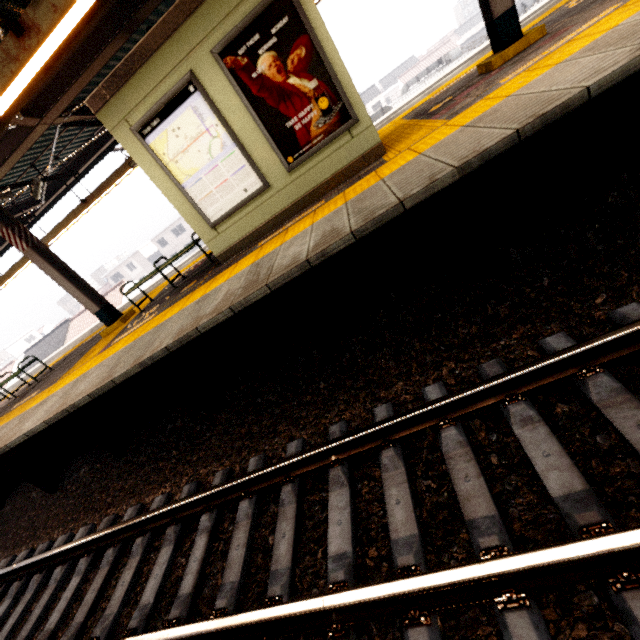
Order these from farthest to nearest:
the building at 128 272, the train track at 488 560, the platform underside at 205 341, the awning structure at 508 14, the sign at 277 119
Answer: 1. the building at 128 272
2. the awning structure at 508 14
3. the sign at 277 119
4. the platform underside at 205 341
5. the train track at 488 560

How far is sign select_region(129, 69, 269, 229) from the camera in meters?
4.6 m

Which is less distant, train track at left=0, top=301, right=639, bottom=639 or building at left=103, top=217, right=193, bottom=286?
train track at left=0, top=301, right=639, bottom=639

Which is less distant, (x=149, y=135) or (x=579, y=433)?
(x=579, y=433)

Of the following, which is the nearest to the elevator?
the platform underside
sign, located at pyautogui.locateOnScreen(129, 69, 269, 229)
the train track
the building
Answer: sign, located at pyautogui.locateOnScreen(129, 69, 269, 229)

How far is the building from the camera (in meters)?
52.03

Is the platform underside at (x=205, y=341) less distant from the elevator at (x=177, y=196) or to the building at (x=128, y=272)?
the elevator at (x=177, y=196)

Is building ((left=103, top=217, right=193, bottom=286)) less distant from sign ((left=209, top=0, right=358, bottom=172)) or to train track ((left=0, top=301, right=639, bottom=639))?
train track ((left=0, top=301, right=639, bottom=639))
